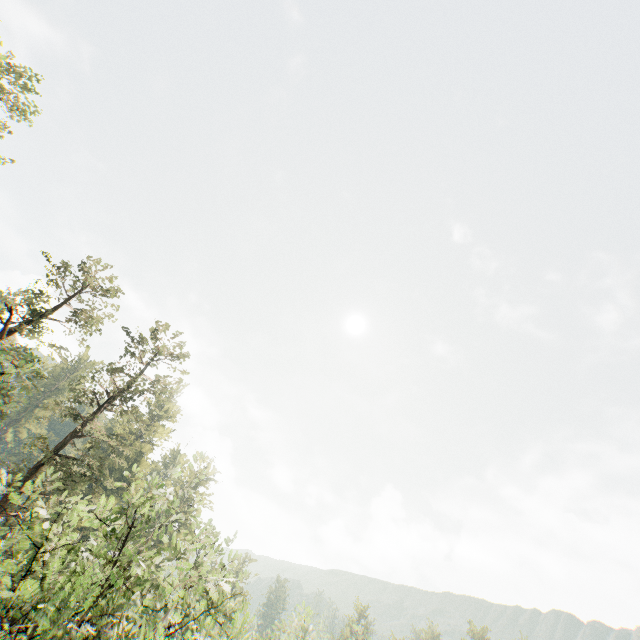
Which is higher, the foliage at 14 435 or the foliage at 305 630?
the foliage at 14 435

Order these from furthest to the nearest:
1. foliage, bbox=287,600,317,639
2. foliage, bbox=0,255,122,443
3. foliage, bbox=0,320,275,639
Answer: Result: foliage, bbox=287,600,317,639, foliage, bbox=0,255,122,443, foliage, bbox=0,320,275,639

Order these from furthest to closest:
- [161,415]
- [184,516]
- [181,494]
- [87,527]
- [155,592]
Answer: [161,415] → [155,592] → [87,527] → [181,494] → [184,516]

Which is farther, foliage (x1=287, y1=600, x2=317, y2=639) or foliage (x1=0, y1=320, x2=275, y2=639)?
foliage (x1=287, y1=600, x2=317, y2=639)

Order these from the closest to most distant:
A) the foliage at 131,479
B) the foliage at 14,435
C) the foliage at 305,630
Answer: the foliage at 131,479 < the foliage at 14,435 < the foliage at 305,630

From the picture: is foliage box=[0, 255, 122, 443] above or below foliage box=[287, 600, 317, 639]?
above
